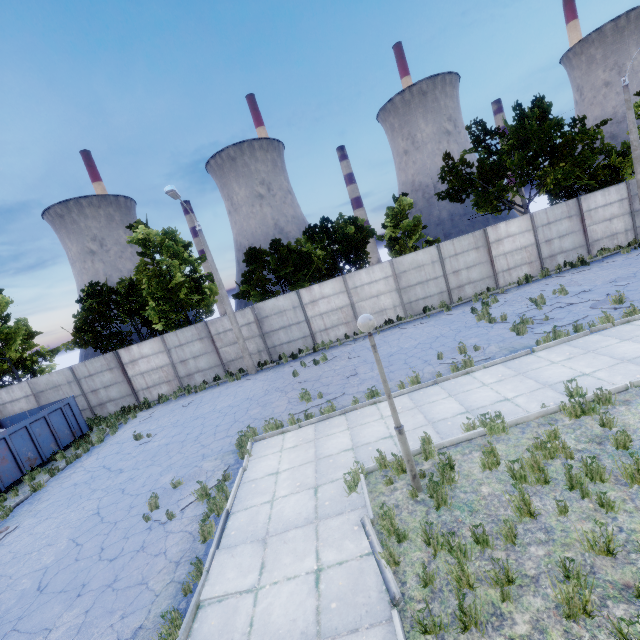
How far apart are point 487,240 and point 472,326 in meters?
7.5 m

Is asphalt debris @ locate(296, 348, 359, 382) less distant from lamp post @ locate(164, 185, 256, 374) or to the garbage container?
lamp post @ locate(164, 185, 256, 374)

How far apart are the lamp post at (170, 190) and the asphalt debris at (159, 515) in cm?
914

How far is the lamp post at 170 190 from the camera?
15.33m

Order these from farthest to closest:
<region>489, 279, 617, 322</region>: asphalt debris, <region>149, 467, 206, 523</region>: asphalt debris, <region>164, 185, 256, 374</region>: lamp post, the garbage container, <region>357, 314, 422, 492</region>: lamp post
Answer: <region>164, 185, 256, 374</region>: lamp post < the garbage container < <region>489, 279, 617, 322</region>: asphalt debris < <region>149, 467, 206, 523</region>: asphalt debris < <region>357, 314, 422, 492</region>: lamp post

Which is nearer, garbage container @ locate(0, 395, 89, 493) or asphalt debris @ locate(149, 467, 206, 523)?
asphalt debris @ locate(149, 467, 206, 523)

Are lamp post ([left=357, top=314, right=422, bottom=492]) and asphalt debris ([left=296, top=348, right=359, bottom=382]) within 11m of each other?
yes

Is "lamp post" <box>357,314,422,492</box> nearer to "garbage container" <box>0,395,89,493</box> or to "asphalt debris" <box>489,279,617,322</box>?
"asphalt debris" <box>489,279,617,322</box>
